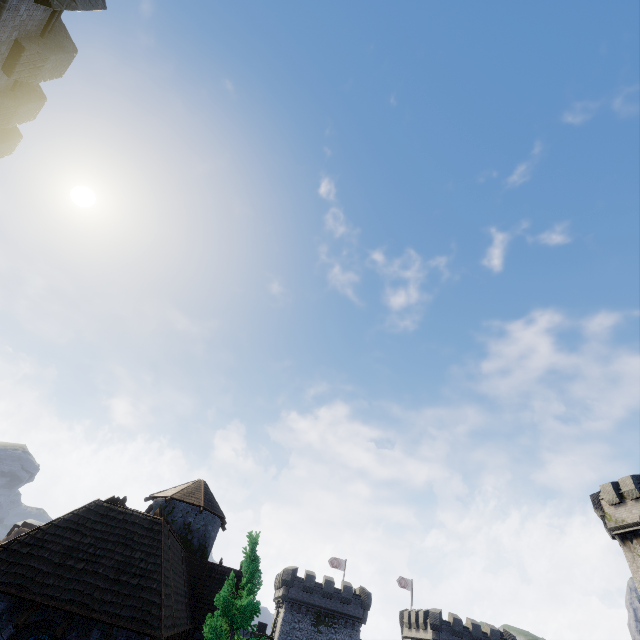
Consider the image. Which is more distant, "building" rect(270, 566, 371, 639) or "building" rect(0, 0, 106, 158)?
"building" rect(270, 566, 371, 639)

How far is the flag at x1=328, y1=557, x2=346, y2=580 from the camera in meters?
50.6 m

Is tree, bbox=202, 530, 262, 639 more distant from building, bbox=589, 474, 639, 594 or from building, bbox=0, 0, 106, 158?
building, bbox=0, 0, 106, 158

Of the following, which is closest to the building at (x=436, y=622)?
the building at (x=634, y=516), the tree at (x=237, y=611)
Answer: the building at (x=634, y=516)

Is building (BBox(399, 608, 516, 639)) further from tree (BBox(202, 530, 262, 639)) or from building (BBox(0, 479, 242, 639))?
tree (BBox(202, 530, 262, 639))

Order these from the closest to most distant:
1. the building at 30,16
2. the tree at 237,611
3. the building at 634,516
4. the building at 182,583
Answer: the building at 30,16 < the building at 182,583 < the tree at 237,611 < the building at 634,516

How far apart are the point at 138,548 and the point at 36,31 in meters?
17.5

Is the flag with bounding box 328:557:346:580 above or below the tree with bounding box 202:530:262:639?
above
